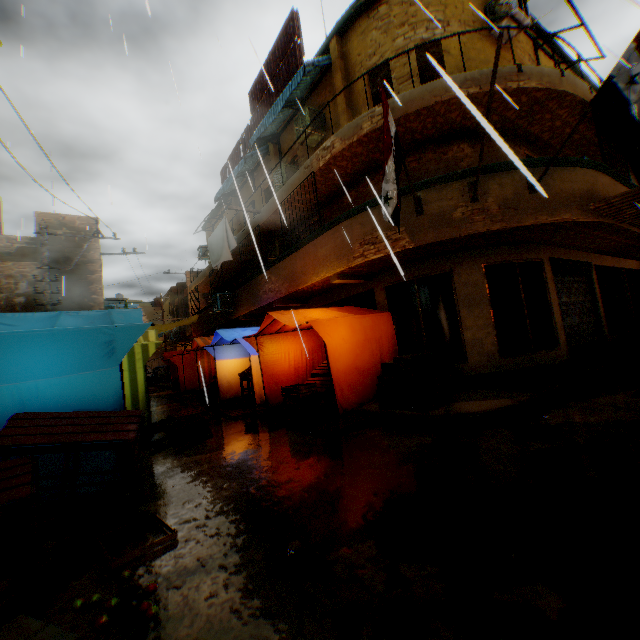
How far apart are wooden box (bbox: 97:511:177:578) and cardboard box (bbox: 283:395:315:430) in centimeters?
327cm

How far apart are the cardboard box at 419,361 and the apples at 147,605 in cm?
502

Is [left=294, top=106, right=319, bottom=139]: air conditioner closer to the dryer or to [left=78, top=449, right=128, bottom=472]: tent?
the dryer

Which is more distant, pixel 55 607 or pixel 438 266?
pixel 438 266

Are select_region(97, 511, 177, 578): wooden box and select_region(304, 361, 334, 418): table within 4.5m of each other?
yes

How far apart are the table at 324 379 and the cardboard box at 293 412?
0.1m

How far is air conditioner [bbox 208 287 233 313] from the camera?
14.7m

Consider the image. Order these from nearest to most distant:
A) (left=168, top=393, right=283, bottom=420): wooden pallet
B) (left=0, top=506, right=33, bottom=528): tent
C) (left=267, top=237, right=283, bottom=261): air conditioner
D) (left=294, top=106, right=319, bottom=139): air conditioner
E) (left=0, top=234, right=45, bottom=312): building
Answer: (left=0, top=506, right=33, bottom=528): tent → (left=168, top=393, right=283, bottom=420): wooden pallet → (left=294, top=106, right=319, bottom=139): air conditioner → (left=0, top=234, right=45, bottom=312): building → (left=267, top=237, right=283, bottom=261): air conditioner
